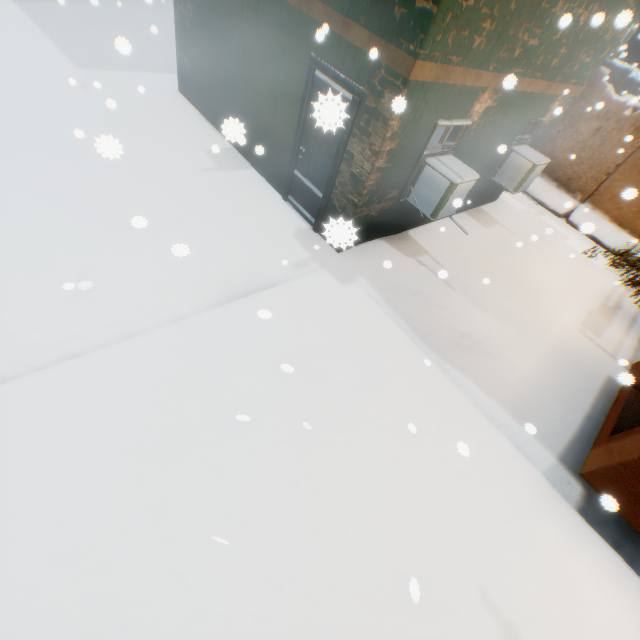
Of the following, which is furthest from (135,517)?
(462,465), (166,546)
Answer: (462,465)
